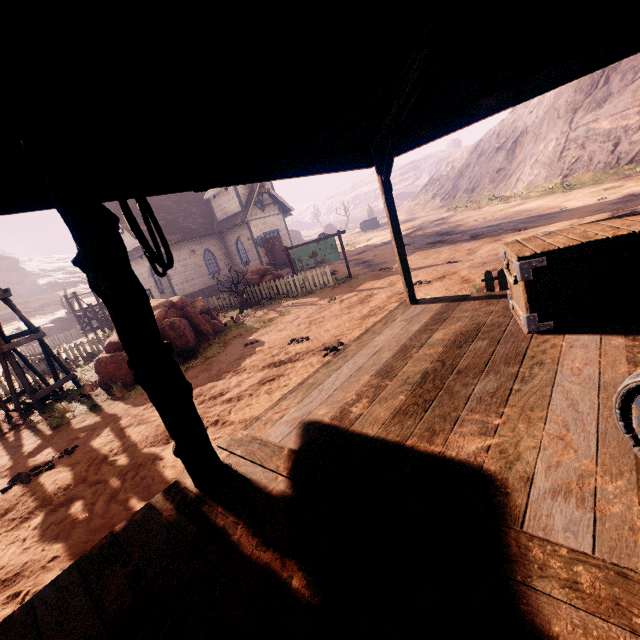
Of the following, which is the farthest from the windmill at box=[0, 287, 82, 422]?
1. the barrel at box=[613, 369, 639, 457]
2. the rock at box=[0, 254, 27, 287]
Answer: the rock at box=[0, 254, 27, 287]

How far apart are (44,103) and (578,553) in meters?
3.6 m

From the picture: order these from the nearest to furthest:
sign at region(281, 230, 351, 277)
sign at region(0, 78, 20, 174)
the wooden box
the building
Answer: sign at region(0, 78, 20, 174), the building, the wooden box, sign at region(281, 230, 351, 277)

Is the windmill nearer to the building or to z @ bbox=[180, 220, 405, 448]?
z @ bbox=[180, 220, 405, 448]

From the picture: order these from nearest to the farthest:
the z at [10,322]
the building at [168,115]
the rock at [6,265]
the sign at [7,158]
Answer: the sign at [7,158]
the building at [168,115]
the z at [10,322]
the rock at [6,265]

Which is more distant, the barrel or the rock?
the rock

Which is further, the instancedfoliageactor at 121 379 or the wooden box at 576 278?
the instancedfoliageactor at 121 379

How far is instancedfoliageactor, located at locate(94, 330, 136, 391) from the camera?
9.1m
